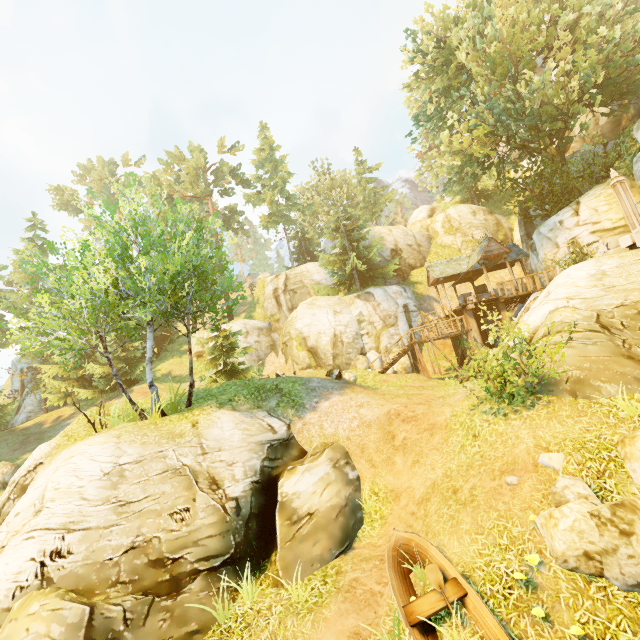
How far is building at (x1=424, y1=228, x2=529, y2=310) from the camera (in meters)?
22.02

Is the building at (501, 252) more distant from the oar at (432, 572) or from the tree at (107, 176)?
the oar at (432, 572)

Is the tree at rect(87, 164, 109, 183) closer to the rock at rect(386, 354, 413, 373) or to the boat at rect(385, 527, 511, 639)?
the rock at rect(386, 354, 413, 373)

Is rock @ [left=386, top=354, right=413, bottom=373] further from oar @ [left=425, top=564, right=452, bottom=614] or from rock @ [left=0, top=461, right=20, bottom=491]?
rock @ [left=0, top=461, right=20, bottom=491]

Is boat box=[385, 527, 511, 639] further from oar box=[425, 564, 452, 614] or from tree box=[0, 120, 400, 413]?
tree box=[0, 120, 400, 413]

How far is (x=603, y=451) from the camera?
6.9m

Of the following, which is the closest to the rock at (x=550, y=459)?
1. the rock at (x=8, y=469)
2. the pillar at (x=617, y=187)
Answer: the pillar at (x=617, y=187)

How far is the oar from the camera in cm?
611
